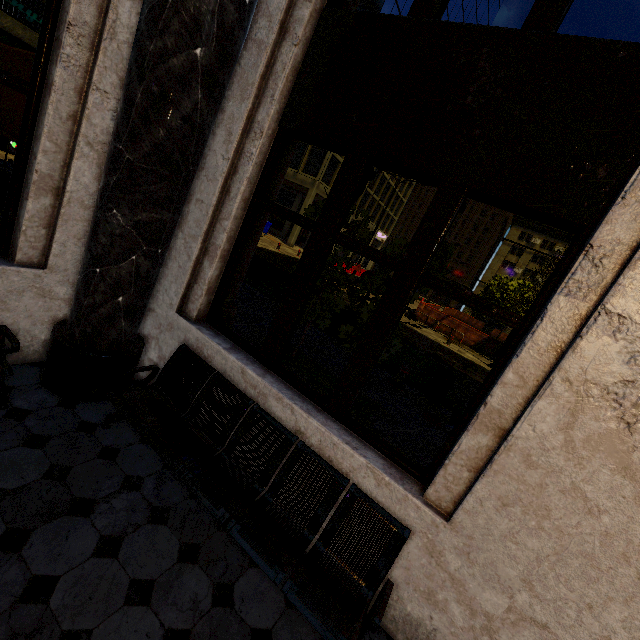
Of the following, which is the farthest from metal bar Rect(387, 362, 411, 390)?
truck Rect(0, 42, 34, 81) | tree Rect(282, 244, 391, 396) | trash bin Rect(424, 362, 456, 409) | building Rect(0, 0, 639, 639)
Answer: truck Rect(0, 42, 34, 81)

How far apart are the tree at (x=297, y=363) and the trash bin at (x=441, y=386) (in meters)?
1.69

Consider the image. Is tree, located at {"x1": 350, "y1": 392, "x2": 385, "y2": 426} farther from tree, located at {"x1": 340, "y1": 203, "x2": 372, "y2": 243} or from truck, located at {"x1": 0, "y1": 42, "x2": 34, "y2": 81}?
truck, located at {"x1": 0, "y1": 42, "x2": 34, "y2": 81}

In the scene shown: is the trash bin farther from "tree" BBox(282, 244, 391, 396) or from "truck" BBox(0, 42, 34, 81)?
"truck" BBox(0, 42, 34, 81)

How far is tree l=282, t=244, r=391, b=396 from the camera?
5.4m

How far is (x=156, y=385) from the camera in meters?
3.1 m

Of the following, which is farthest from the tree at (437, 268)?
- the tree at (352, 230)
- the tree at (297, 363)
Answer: the tree at (352, 230)

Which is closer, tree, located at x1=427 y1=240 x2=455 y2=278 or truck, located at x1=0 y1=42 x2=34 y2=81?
tree, located at x1=427 y1=240 x2=455 y2=278
